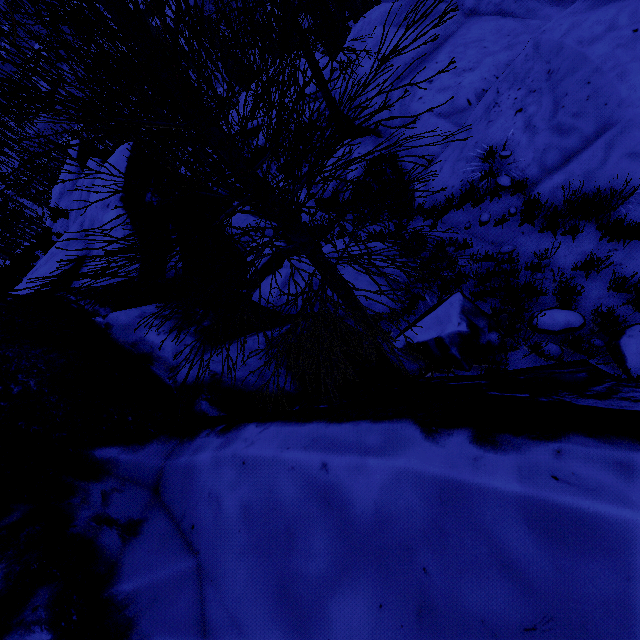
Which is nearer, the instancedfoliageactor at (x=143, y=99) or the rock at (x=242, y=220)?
the instancedfoliageactor at (x=143, y=99)

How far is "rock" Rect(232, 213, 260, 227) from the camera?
10.50m

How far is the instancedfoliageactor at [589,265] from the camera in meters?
4.2 m

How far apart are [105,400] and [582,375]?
3.8m

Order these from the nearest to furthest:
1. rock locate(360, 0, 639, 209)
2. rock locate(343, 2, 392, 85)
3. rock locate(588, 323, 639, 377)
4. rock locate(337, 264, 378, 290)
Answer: rock locate(588, 323, 639, 377)
rock locate(360, 0, 639, 209)
rock locate(337, 264, 378, 290)
rock locate(343, 2, 392, 85)

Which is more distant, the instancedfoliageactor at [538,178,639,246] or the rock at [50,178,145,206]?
the rock at [50,178,145,206]

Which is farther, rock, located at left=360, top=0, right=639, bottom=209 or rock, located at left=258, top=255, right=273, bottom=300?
rock, located at left=258, top=255, right=273, bottom=300
